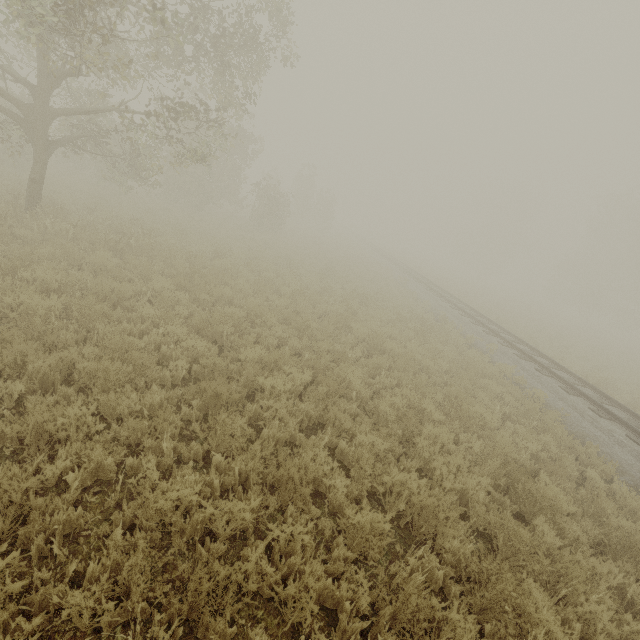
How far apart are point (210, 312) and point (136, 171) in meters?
11.6 m
